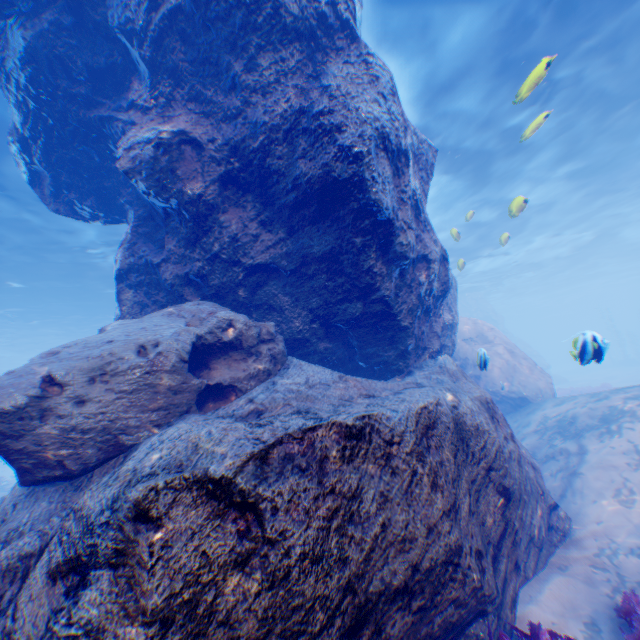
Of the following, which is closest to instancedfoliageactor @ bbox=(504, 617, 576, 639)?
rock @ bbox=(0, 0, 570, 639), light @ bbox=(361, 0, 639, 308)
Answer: rock @ bbox=(0, 0, 570, 639)

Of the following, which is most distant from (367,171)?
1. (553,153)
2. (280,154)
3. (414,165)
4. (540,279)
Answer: (540,279)

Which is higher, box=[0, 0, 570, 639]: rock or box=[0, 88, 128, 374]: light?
box=[0, 88, 128, 374]: light

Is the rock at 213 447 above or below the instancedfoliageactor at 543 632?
above

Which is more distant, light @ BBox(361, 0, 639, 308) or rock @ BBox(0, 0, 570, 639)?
light @ BBox(361, 0, 639, 308)

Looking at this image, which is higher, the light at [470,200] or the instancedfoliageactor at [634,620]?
the light at [470,200]
